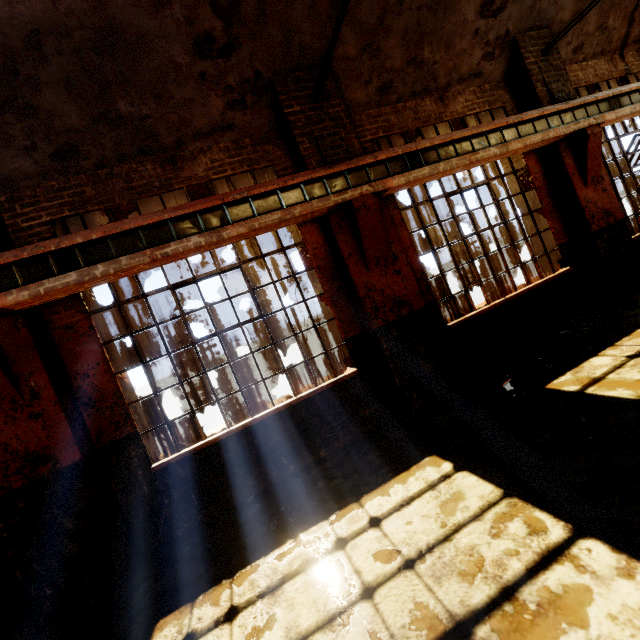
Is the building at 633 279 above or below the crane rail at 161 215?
below

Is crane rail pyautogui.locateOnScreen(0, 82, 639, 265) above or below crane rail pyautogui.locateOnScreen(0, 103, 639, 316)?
above

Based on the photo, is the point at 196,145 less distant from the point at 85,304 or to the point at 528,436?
the point at 85,304

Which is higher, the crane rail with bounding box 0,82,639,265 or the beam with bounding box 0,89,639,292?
the crane rail with bounding box 0,82,639,265

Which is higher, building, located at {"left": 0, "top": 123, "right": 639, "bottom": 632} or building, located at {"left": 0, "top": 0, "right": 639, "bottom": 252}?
building, located at {"left": 0, "top": 0, "right": 639, "bottom": 252}

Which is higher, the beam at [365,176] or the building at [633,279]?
the beam at [365,176]

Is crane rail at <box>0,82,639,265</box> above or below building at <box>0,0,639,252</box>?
below
